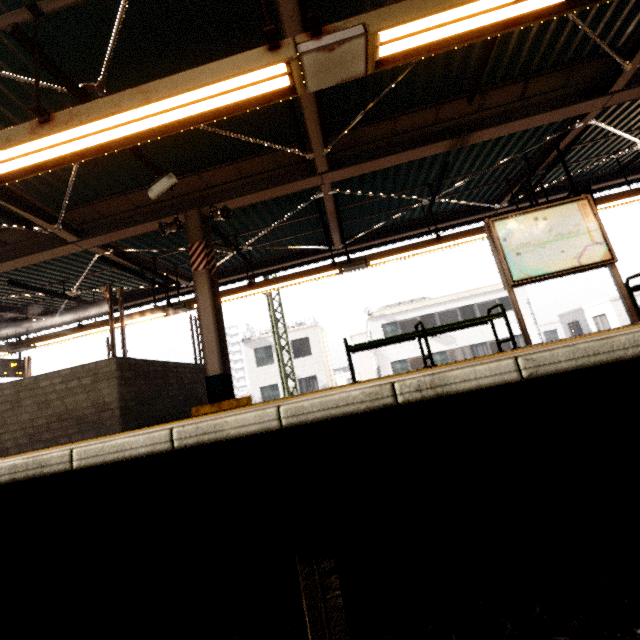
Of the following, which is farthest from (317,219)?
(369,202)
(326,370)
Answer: (326,370)

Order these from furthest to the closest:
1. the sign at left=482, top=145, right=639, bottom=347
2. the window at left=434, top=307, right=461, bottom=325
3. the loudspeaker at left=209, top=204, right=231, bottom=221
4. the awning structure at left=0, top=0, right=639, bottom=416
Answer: A:
the window at left=434, top=307, right=461, bottom=325
the loudspeaker at left=209, top=204, right=231, bottom=221
the sign at left=482, top=145, right=639, bottom=347
the awning structure at left=0, top=0, right=639, bottom=416

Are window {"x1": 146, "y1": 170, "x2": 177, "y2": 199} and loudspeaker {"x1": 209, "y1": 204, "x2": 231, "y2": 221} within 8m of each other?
yes

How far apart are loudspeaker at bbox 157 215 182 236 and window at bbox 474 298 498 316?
23.3 meters

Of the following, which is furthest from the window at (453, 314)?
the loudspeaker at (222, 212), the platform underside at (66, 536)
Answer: the platform underside at (66, 536)

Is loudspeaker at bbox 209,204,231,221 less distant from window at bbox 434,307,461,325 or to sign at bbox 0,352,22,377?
sign at bbox 0,352,22,377

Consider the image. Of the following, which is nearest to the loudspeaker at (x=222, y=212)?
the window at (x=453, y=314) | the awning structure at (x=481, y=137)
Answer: the awning structure at (x=481, y=137)

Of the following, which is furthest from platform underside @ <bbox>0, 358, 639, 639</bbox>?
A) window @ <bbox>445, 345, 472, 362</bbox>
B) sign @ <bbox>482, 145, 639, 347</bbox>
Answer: window @ <bbox>445, 345, 472, 362</bbox>
